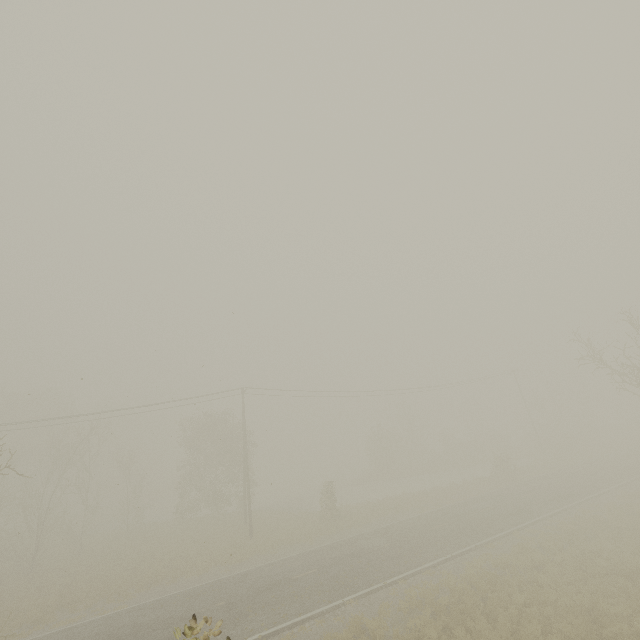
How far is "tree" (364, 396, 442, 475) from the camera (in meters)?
47.34

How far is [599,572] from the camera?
14.8m

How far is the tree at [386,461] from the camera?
47.3m
